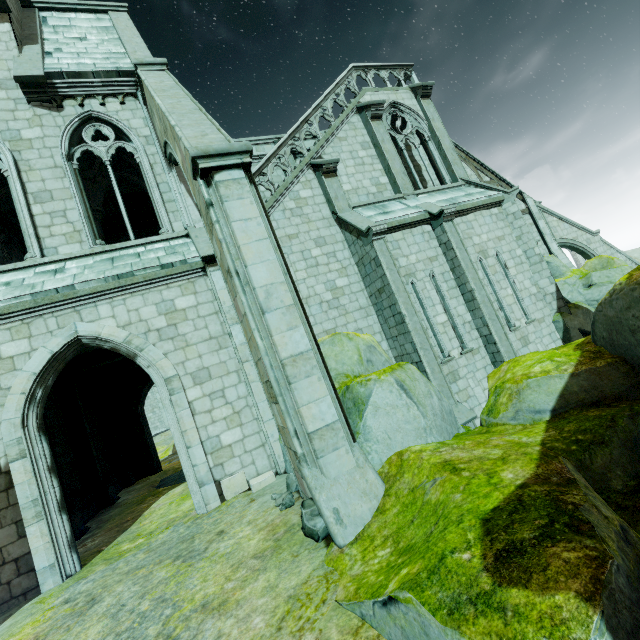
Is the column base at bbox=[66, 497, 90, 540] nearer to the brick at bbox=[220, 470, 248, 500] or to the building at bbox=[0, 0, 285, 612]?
the building at bbox=[0, 0, 285, 612]

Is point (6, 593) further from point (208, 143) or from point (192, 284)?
point (208, 143)

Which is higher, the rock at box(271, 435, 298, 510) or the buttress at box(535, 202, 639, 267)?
the buttress at box(535, 202, 639, 267)

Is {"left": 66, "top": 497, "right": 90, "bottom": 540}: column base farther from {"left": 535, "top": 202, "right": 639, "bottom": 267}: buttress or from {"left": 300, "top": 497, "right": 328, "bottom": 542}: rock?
{"left": 535, "top": 202, "right": 639, "bottom": 267}: buttress

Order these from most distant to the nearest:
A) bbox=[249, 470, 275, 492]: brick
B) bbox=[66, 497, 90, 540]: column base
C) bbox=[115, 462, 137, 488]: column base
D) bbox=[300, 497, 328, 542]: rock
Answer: bbox=[115, 462, 137, 488]: column base
bbox=[66, 497, 90, 540]: column base
bbox=[249, 470, 275, 492]: brick
bbox=[300, 497, 328, 542]: rock

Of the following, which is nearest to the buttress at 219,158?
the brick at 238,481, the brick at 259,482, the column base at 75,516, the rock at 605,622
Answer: the rock at 605,622

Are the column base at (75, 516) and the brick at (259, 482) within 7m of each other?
yes

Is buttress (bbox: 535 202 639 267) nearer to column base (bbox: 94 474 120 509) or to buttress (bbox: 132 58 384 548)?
buttress (bbox: 132 58 384 548)
